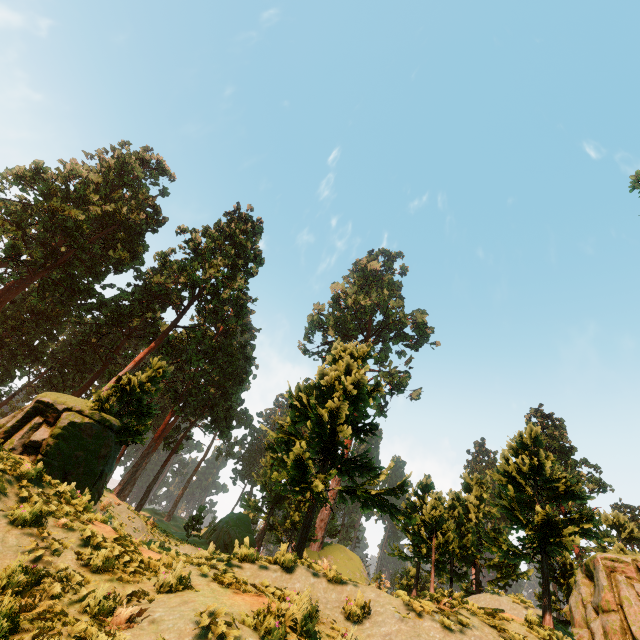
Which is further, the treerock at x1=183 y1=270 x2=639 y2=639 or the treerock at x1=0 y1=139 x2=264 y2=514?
the treerock at x1=0 y1=139 x2=264 y2=514

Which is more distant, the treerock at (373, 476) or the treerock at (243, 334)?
the treerock at (243, 334)

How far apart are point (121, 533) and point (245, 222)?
34.8 meters
